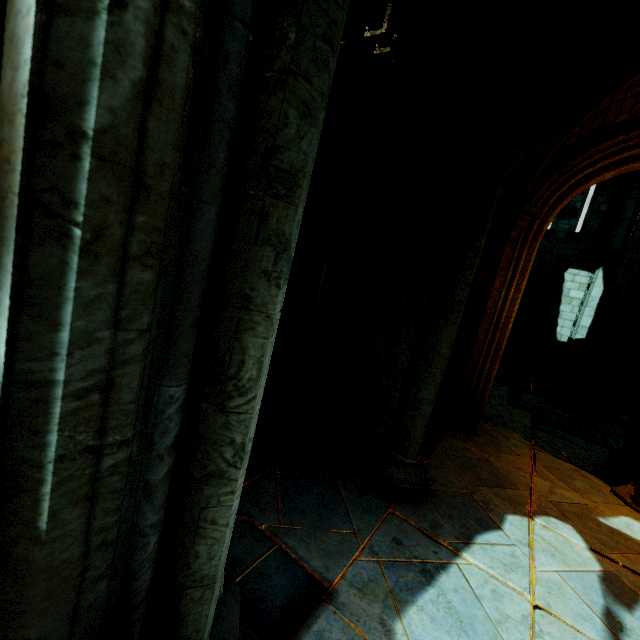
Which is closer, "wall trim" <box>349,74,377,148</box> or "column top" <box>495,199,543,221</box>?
"column top" <box>495,199,543,221</box>

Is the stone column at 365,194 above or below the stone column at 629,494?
above

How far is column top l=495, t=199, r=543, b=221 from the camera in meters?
4.4

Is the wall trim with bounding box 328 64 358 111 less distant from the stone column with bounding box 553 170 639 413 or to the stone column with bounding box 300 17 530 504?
the stone column with bounding box 300 17 530 504

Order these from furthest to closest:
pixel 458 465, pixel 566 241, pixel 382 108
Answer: pixel 566 241 < pixel 458 465 < pixel 382 108

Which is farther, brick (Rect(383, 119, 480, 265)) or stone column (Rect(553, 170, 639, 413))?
stone column (Rect(553, 170, 639, 413))

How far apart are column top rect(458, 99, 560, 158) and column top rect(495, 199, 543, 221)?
1.6m

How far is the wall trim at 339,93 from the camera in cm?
667
